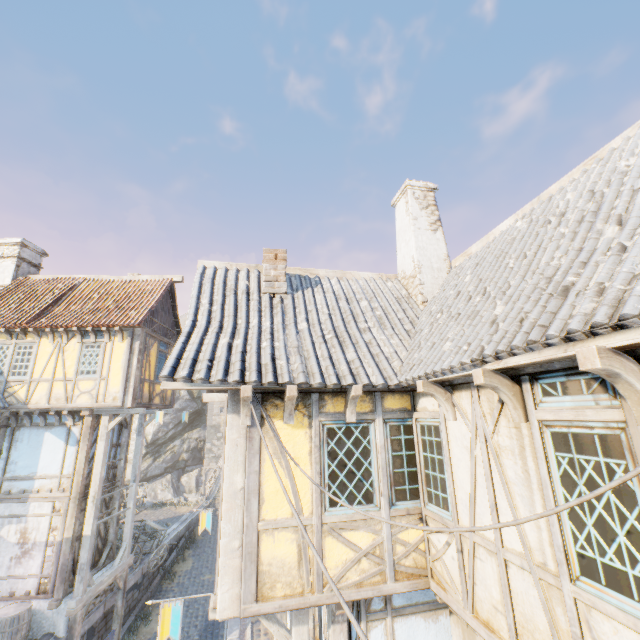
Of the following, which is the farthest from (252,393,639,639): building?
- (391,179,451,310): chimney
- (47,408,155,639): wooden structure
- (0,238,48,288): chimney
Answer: (0,238,48,288): chimney

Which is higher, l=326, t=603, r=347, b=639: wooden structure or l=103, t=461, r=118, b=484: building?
l=103, t=461, r=118, b=484: building

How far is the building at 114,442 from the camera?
13.52m

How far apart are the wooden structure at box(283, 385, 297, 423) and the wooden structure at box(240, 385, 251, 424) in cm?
51

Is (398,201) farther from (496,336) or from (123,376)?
(123,376)

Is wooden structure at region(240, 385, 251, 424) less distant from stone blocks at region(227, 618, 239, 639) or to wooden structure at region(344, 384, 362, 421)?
wooden structure at region(344, 384, 362, 421)

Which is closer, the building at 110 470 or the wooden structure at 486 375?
the wooden structure at 486 375

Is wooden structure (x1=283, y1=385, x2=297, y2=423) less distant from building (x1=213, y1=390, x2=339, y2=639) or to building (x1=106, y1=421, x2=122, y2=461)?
building (x1=213, y1=390, x2=339, y2=639)
